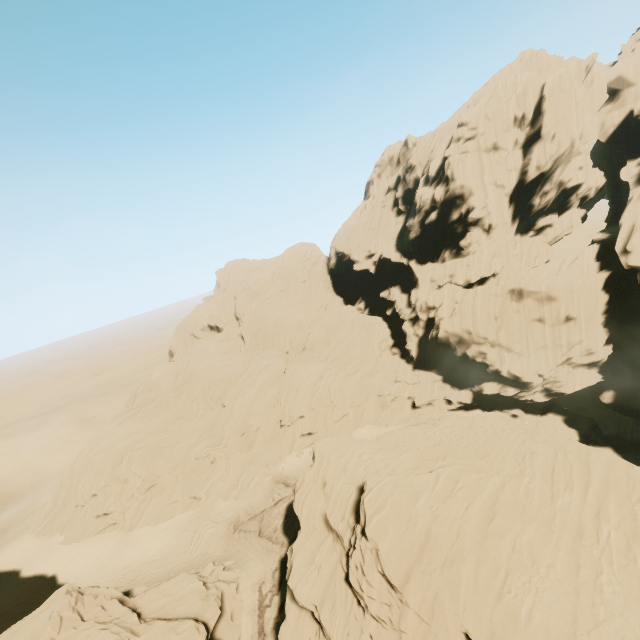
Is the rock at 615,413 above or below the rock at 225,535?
above

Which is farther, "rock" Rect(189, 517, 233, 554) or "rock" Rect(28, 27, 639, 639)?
"rock" Rect(189, 517, 233, 554)

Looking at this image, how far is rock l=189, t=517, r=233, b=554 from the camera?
33.88m

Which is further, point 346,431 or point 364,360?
point 364,360

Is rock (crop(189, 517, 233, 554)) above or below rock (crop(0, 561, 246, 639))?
below

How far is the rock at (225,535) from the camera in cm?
3388
